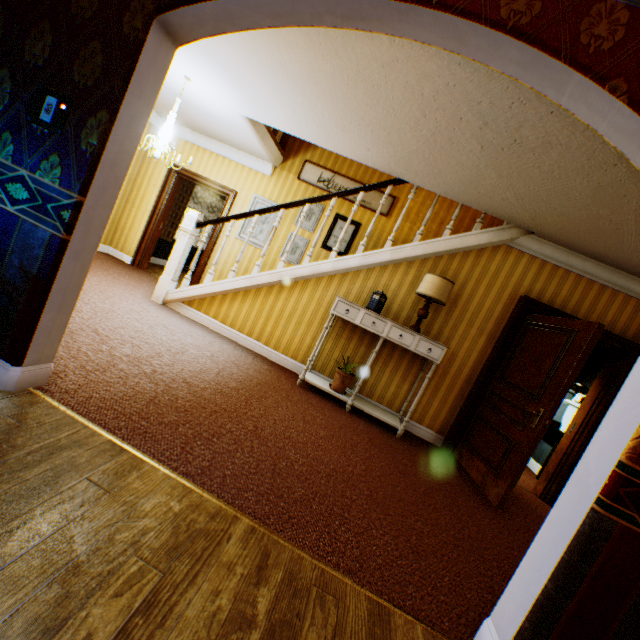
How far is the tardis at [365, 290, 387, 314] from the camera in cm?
439

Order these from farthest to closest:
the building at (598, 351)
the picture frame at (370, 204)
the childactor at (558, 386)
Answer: the picture frame at (370, 204) → the childactor at (558, 386) → the building at (598, 351)

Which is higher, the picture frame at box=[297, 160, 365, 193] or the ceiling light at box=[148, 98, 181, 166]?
the picture frame at box=[297, 160, 365, 193]

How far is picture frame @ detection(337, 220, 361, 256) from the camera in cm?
638

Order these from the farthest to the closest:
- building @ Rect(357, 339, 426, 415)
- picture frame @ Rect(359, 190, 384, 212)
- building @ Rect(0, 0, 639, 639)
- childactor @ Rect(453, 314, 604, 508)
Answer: picture frame @ Rect(359, 190, 384, 212)
building @ Rect(357, 339, 426, 415)
childactor @ Rect(453, 314, 604, 508)
building @ Rect(0, 0, 639, 639)

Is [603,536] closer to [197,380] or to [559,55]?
[559,55]

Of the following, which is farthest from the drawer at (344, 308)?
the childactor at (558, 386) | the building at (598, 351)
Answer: the childactor at (558, 386)

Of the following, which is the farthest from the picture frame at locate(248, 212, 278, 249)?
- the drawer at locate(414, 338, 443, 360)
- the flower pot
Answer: the drawer at locate(414, 338, 443, 360)
